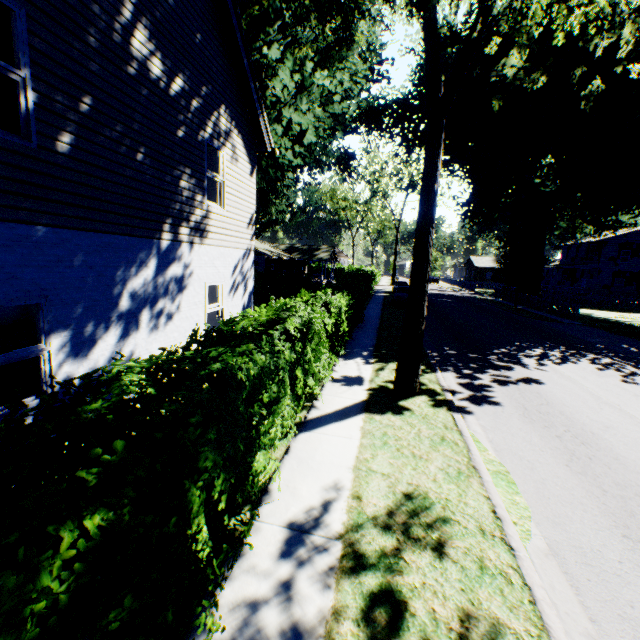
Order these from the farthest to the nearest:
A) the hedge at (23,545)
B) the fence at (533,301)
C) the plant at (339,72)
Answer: the fence at (533,301), the plant at (339,72), the hedge at (23,545)

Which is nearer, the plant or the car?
the plant

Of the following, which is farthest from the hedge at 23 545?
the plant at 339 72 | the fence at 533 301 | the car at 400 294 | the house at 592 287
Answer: the house at 592 287

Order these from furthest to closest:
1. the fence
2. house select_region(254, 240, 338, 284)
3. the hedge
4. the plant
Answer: house select_region(254, 240, 338, 284) < the fence < the plant < the hedge

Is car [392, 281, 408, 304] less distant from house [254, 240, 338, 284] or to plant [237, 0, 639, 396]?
plant [237, 0, 639, 396]

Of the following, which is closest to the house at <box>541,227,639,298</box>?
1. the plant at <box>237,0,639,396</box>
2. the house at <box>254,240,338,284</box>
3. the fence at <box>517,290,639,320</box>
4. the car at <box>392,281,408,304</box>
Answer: the plant at <box>237,0,639,396</box>

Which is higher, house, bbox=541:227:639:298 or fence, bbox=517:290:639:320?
house, bbox=541:227:639:298

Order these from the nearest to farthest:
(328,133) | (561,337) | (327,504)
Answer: (327,504)
(561,337)
(328,133)
